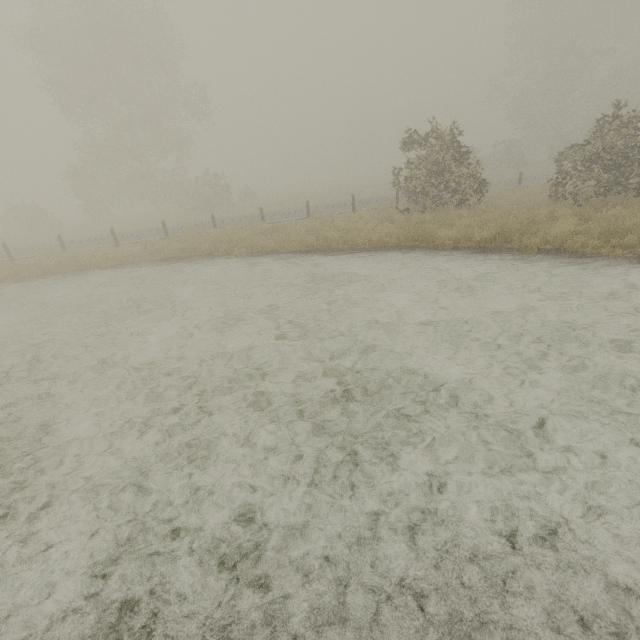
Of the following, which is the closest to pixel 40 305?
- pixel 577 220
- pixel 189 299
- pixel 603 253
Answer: pixel 189 299
